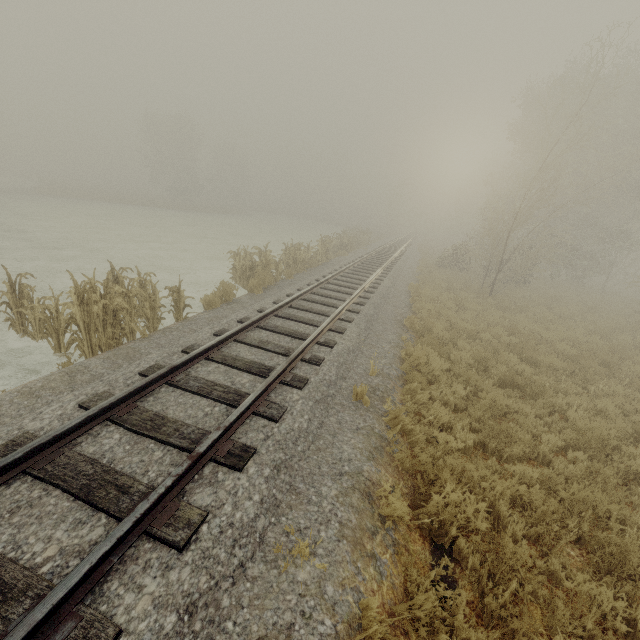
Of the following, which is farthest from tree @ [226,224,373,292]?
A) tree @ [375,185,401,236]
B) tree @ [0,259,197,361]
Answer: tree @ [375,185,401,236]

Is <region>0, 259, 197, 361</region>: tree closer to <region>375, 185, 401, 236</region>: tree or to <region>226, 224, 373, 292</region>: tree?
<region>226, 224, 373, 292</region>: tree

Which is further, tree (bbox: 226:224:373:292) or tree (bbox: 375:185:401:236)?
tree (bbox: 375:185:401:236)

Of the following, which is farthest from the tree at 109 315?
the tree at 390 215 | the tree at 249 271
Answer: the tree at 390 215

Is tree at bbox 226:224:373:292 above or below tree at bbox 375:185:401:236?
below

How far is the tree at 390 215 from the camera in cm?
4950

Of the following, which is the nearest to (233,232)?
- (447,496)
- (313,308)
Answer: (313,308)

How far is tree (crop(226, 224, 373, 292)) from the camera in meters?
12.5
